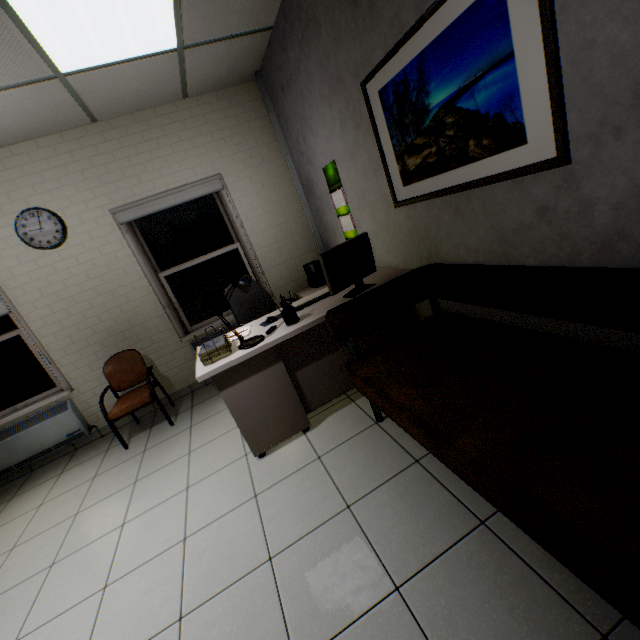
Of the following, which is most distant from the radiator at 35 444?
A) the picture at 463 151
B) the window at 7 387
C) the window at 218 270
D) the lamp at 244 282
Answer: the picture at 463 151

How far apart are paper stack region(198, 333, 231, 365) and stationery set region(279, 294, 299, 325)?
0.5 meters

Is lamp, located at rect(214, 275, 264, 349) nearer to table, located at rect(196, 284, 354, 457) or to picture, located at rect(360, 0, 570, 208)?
table, located at rect(196, 284, 354, 457)

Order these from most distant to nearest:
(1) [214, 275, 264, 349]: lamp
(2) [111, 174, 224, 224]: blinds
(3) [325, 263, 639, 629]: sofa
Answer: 1. (2) [111, 174, 224, 224]: blinds
2. (1) [214, 275, 264, 349]: lamp
3. (3) [325, 263, 639, 629]: sofa

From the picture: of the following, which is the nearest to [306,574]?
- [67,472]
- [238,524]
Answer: [238,524]

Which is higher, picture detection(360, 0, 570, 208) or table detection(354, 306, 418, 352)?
picture detection(360, 0, 570, 208)

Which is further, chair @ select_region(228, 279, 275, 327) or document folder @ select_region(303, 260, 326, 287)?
document folder @ select_region(303, 260, 326, 287)

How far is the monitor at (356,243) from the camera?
2.5 meters
